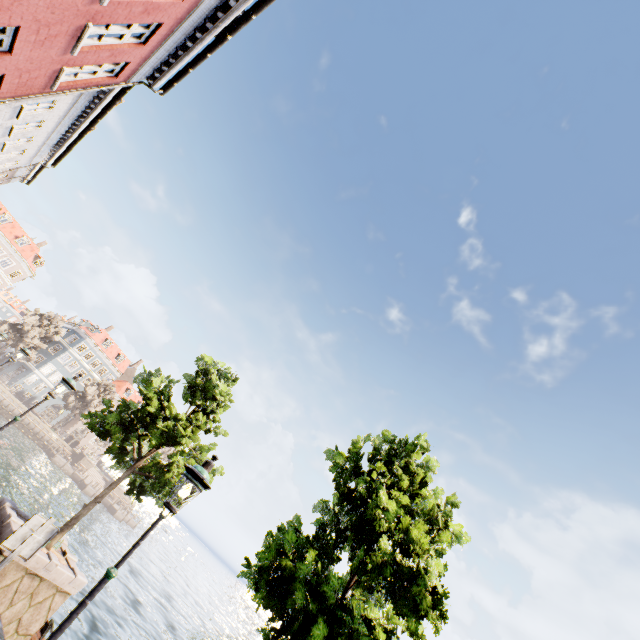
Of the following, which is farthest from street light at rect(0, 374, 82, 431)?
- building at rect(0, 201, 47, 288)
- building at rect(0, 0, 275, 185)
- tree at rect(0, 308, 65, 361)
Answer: building at rect(0, 201, 47, 288)

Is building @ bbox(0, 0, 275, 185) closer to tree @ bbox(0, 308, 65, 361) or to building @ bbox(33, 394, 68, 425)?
tree @ bbox(0, 308, 65, 361)

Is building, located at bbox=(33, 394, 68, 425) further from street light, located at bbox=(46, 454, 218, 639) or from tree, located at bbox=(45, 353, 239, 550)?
street light, located at bbox=(46, 454, 218, 639)

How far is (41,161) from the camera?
19.0m

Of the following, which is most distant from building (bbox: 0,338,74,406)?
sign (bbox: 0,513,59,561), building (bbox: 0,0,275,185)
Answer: sign (bbox: 0,513,59,561)

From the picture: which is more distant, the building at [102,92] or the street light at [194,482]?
the building at [102,92]

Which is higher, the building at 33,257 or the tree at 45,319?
the building at 33,257

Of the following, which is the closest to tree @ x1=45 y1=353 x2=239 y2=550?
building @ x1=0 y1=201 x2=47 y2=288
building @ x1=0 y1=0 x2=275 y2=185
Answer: building @ x1=0 y1=0 x2=275 y2=185
